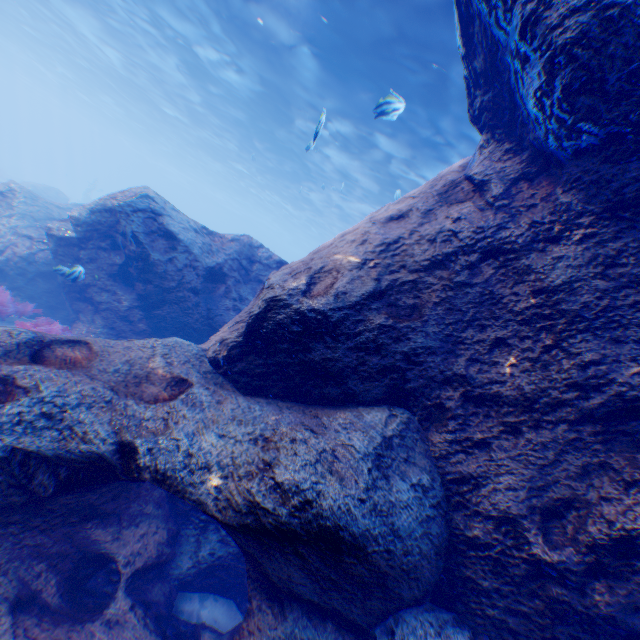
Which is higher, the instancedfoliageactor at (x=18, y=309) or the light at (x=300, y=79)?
the light at (x=300, y=79)

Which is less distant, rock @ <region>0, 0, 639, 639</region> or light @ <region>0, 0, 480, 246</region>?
rock @ <region>0, 0, 639, 639</region>

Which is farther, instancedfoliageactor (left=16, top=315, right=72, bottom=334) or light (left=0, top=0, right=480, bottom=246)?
light (left=0, top=0, right=480, bottom=246)

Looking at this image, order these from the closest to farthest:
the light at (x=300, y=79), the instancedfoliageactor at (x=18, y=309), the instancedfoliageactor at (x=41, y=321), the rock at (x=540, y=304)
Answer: the rock at (x=540, y=304)
the instancedfoliageactor at (x=41, y=321)
the instancedfoliageactor at (x=18, y=309)
the light at (x=300, y=79)

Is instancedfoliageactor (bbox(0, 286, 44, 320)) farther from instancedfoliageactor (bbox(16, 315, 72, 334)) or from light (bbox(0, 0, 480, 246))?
light (bbox(0, 0, 480, 246))

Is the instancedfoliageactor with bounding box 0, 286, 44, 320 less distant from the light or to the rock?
the rock

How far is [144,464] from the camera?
3.2 meters

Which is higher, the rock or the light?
the light
